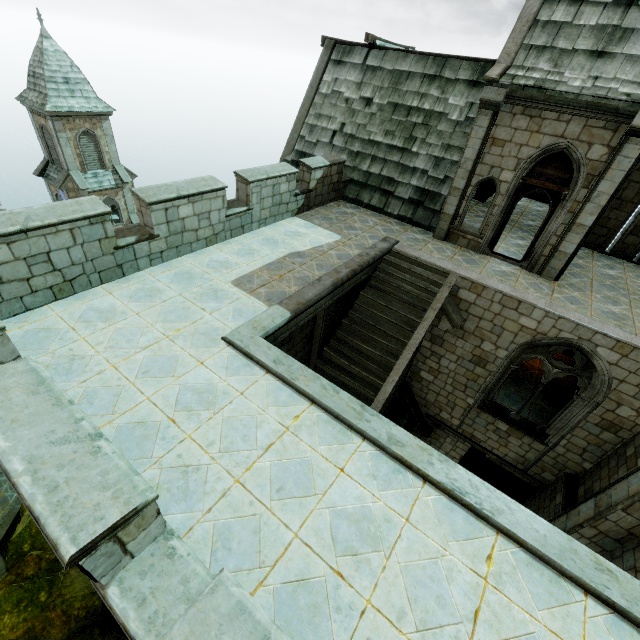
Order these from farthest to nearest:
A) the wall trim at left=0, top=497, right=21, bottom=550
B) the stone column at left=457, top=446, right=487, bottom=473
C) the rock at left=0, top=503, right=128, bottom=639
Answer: the wall trim at left=0, top=497, right=21, bottom=550, the stone column at left=457, top=446, right=487, bottom=473, the rock at left=0, top=503, right=128, bottom=639

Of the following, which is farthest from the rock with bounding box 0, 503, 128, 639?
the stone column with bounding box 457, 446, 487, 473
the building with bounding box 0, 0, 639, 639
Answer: the stone column with bounding box 457, 446, 487, 473

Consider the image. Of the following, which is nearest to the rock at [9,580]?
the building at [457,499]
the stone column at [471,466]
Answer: the building at [457,499]

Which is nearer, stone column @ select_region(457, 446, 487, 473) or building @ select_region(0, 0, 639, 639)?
building @ select_region(0, 0, 639, 639)

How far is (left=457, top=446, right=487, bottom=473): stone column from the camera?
13.0m

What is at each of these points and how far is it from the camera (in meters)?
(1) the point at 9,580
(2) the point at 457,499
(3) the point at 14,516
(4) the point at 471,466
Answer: (1) rock, 10.98
(2) building, 4.59
(3) wall trim, 25.83
(4) stone column, 13.52

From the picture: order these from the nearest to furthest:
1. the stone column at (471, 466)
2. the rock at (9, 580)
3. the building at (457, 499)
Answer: the building at (457, 499) < the rock at (9, 580) < the stone column at (471, 466)

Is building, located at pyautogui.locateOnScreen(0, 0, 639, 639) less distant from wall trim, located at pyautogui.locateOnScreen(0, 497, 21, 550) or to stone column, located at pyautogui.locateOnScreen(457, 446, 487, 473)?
stone column, located at pyautogui.locateOnScreen(457, 446, 487, 473)
